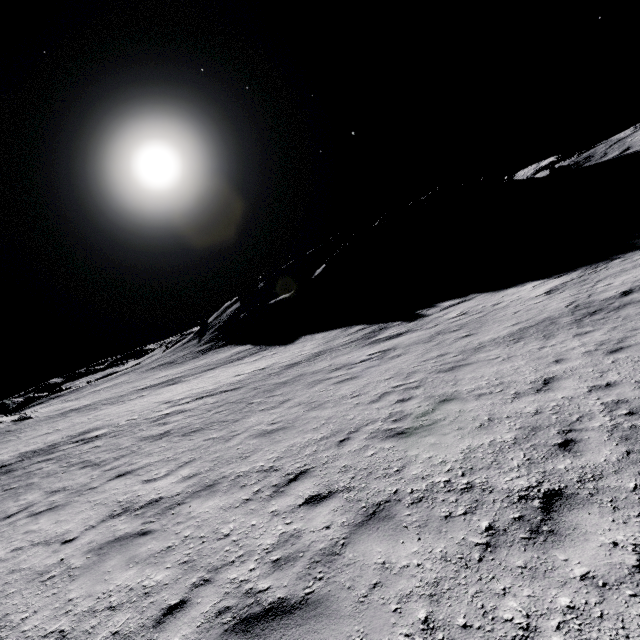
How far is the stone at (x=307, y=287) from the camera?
45.5m

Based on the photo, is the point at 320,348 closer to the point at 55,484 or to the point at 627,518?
the point at 55,484

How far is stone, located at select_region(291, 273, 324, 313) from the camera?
45.5m
